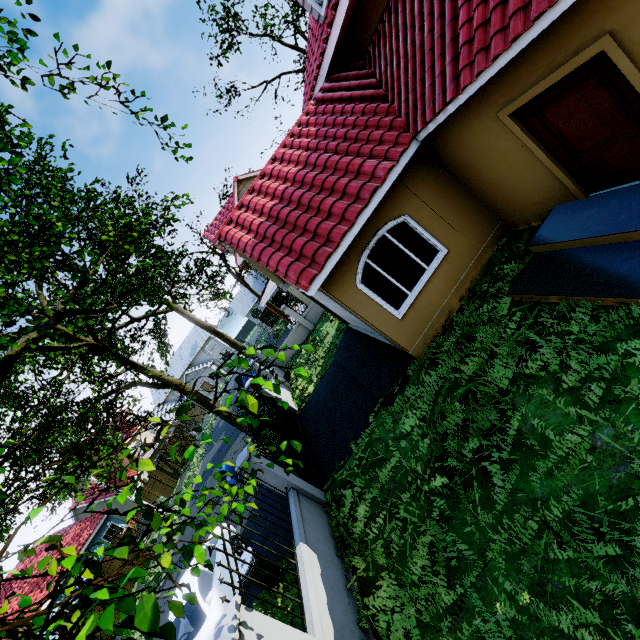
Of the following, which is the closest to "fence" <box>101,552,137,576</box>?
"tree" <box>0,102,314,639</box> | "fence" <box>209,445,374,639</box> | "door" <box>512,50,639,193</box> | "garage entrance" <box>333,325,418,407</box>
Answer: "tree" <box>0,102,314,639</box>

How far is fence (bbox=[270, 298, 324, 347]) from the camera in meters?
19.6

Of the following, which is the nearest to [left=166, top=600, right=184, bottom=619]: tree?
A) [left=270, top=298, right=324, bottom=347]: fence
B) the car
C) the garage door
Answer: [left=270, top=298, right=324, bottom=347]: fence

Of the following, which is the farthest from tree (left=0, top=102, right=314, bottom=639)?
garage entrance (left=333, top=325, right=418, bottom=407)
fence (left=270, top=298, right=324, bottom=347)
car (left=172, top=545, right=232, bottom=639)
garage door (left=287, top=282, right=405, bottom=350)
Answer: garage entrance (left=333, top=325, right=418, bottom=407)

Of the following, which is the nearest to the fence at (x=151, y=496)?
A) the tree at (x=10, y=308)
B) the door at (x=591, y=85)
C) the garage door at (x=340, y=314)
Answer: the tree at (x=10, y=308)

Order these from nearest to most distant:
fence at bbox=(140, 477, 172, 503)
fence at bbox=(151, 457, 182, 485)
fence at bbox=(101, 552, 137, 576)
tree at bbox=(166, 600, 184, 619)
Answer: tree at bbox=(166, 600, 184, 619), fence at bbox=(101, 552, 137, 576), fence at bbox=(140, 477, 172, 503), fence at bbox=(151, 457, 182, 485)

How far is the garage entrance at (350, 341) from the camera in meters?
7.9

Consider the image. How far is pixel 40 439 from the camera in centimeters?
1517cm
